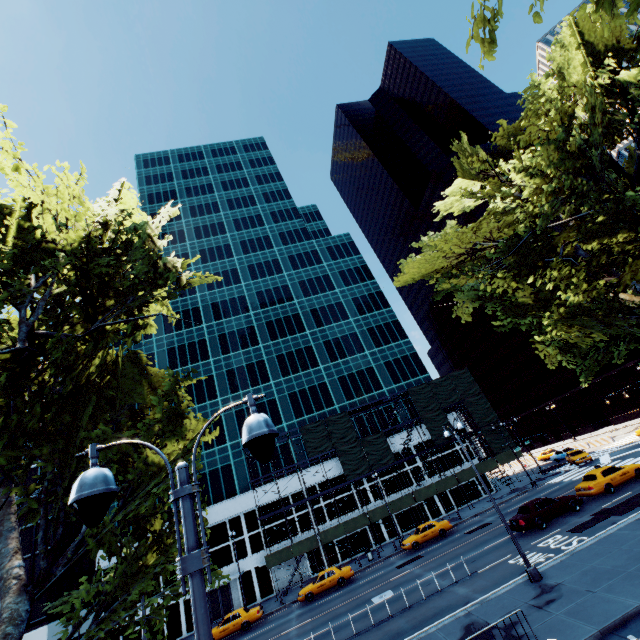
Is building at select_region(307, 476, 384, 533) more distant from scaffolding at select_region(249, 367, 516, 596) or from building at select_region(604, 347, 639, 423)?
building at select_region(604, 347, 639, 423)

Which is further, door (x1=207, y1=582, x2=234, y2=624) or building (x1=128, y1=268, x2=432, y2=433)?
building (x1=128, y1=268, x2=432, y2=433)

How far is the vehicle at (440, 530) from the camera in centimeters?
3039cm

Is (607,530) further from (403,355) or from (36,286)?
(403,355)

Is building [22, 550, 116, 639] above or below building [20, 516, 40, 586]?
below

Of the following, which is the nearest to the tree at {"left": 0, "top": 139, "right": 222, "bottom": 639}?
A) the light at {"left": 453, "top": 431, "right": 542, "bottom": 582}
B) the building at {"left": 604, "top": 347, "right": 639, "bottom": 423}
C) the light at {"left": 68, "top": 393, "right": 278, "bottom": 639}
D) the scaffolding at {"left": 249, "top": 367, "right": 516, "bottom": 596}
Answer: the light at {"left": 68, "top": 393, "right": 278, "bottom": 639}

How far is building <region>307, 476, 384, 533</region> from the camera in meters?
39.9

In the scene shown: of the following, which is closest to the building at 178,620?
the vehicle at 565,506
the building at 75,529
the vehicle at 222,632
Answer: the building at 75,529
